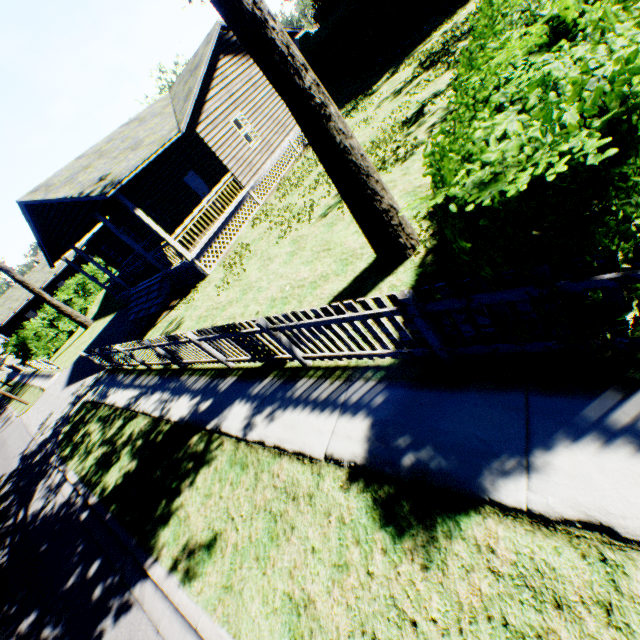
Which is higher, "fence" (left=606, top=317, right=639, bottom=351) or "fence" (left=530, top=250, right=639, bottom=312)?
"fence" (left=530, top=250, right=639, bottom=312)

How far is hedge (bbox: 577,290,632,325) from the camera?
2.5 meters

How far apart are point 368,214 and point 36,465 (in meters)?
14.64

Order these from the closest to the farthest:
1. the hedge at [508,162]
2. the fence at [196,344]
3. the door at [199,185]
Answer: the hedge at [508,162], the fence at [196,344], the door at [199,185]

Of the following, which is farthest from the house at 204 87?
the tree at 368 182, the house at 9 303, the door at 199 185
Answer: the house at 9 303

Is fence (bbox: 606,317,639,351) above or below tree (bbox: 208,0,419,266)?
below

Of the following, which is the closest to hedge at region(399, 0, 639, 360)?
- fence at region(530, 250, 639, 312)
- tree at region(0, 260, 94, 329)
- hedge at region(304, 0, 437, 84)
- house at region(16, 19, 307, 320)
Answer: fence at region(530, 250, 639, 312)

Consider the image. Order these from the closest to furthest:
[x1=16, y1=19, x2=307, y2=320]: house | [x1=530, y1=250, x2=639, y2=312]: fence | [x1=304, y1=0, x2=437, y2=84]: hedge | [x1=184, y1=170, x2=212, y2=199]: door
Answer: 1. [x1=530, y1=250, x2=639, y2=312]: fence
2. [x1=16, y1=19, x2=307, y2=320]: house
3. [x1=184, y1=170, x2=212, y2=199]: door
4. [x1=304, y1=0, x2=437, y2=84]: hedge
